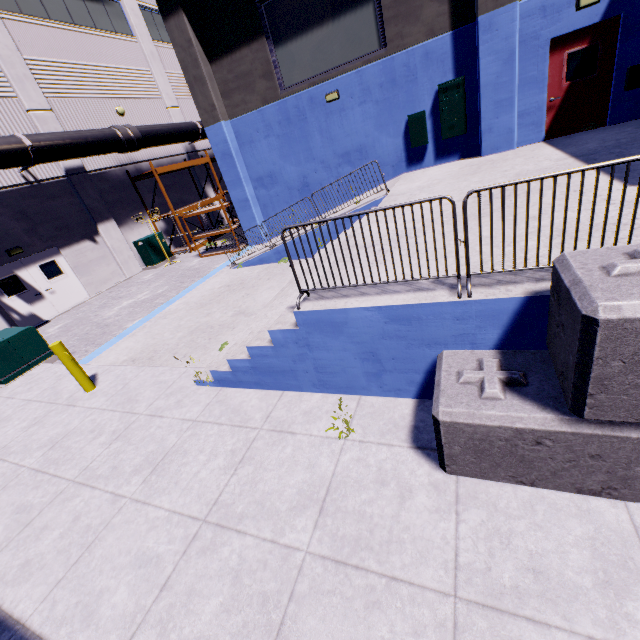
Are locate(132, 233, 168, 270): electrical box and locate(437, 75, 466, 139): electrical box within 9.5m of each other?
no

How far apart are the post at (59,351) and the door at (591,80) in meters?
13.8

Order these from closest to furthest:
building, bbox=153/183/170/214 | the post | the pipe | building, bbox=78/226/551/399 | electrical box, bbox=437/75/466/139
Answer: building, bbox=78/226/551/399
the post
electrical box, bbox=437/75/466/139
the pipe
building, bbox=153/183/170/214

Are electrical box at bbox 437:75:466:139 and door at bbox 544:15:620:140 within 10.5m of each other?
yes

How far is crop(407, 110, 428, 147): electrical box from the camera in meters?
10.6

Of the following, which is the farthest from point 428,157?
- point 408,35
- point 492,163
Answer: point 408,35

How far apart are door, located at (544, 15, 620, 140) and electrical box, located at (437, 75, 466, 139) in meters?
2.1

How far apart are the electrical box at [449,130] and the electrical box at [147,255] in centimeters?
1423cm
